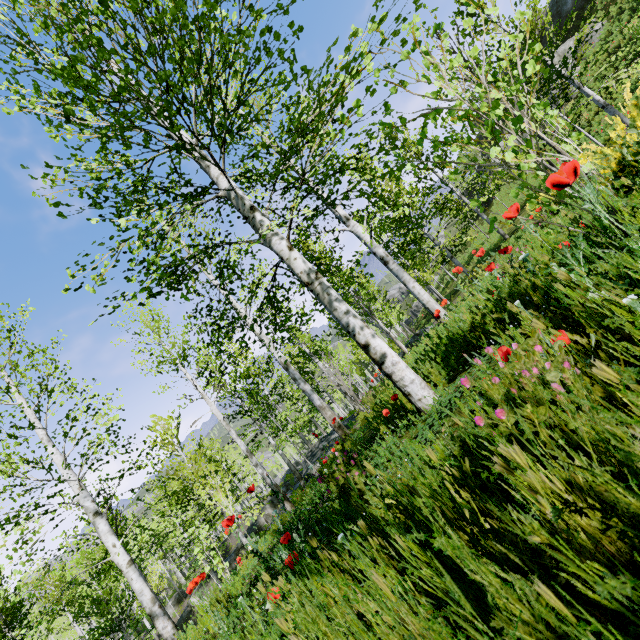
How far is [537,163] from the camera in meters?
2.0 m

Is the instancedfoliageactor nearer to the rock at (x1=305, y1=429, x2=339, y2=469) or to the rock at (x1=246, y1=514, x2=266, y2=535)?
the rock at (x1=305, y1=429, x2=339, y2=469)

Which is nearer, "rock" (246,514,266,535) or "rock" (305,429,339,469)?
"rock" (246,514,266,535)

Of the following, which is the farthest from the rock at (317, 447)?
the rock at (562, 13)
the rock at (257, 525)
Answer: the rock at (562, 13)

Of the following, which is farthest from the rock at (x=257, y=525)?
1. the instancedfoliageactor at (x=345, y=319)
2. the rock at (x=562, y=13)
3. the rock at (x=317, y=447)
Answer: the rock at (x=562, y=13)

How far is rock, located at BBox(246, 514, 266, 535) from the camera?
5.57m

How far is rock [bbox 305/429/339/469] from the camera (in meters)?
15.95

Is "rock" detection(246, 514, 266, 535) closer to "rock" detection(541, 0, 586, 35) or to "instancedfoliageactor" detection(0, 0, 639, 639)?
"instancedfoliageactor" detection(0, 0, 639, 639)
